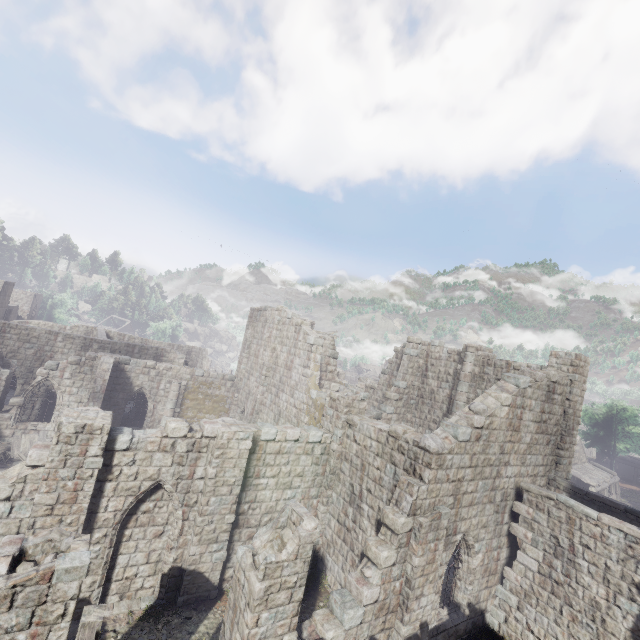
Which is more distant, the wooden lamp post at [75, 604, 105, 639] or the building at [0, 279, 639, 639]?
the building at [0, 279, 639, 639]

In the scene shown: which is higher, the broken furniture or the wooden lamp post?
the wooden lamp post

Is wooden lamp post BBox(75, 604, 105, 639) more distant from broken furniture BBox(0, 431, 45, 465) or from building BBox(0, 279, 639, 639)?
broken furniture BBox(0, 431, 45, 465)

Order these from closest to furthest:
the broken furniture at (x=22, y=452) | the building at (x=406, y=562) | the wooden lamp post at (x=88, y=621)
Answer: the wooden lamp post at (x=88, y=621)
the building at (x=406, y=562)
the broken furniture at (x=22, y=452)

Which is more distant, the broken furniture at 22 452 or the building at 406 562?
the broken furniture at 22 452

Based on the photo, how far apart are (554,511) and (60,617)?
14.8 meters

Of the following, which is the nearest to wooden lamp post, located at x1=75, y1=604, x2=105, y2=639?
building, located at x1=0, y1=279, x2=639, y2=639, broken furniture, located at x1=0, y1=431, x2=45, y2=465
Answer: building, located at x1=0, y1=279, x2=639, y2=639
